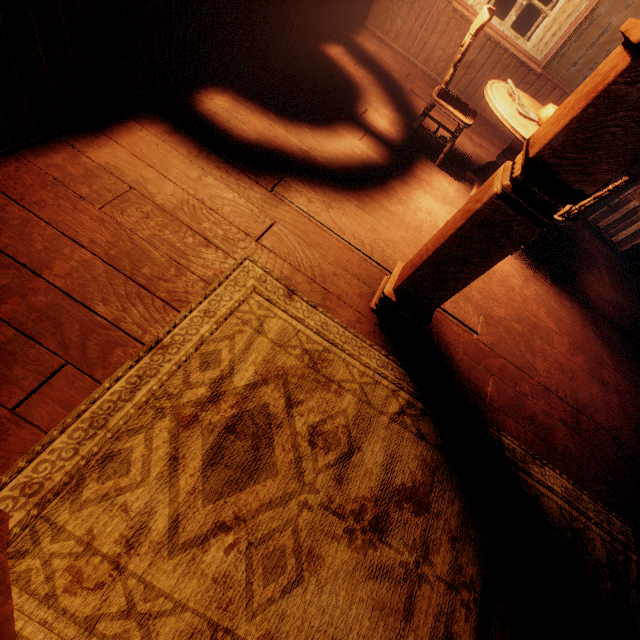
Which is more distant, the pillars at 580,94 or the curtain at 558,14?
the curtain at 558,14

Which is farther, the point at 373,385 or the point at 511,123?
the point at 511,123

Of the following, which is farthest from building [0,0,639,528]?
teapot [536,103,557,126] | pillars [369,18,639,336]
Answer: teapot [536,103,557,126]

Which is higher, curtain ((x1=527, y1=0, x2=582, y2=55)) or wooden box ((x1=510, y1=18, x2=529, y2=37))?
curtain ((x1=527, y1=0, x2=582, y2=55))

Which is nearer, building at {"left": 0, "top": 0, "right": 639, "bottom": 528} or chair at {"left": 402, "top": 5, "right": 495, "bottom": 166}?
building at {"left": 0, "top": 0, "right": 639, "bottom": 528}

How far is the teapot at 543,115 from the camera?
3.10m

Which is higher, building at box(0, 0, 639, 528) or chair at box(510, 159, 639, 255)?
chair at box(510, 159, 639, 255)

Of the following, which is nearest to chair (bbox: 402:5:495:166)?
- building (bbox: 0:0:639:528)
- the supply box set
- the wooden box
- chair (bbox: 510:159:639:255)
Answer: building (bbox: 0:0:639:528)
